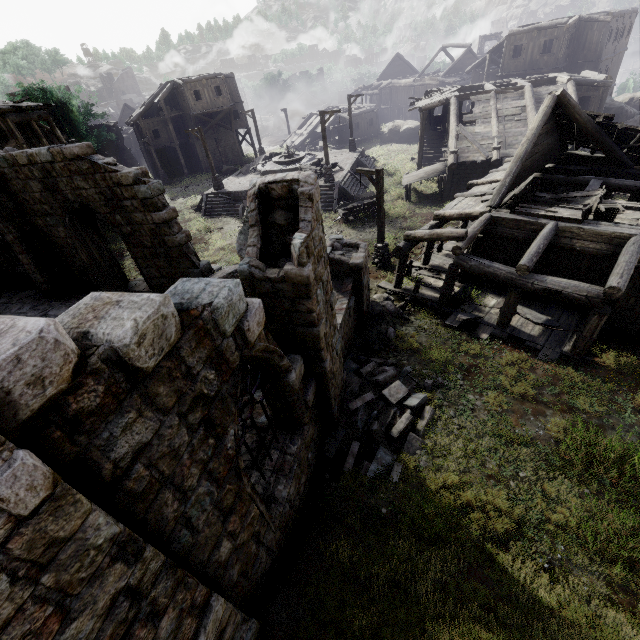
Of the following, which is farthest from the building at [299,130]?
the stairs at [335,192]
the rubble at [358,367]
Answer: the stairs at [335,192]

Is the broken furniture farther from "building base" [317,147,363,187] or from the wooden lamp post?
"building base" [317,147,363,187]

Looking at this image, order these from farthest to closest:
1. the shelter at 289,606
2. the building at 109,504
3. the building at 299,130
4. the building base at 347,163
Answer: the building at 299,130, the building base at 347,163, the shelter at 289,606, the building at 109,504

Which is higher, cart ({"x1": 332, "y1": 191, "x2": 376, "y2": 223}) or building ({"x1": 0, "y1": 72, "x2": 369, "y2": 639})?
building ({"x1": 0, "y1": 72, "x2": 369, "y2": 639})

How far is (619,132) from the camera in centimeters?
1282cm

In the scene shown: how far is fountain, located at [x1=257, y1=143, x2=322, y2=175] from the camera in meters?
27.7 m

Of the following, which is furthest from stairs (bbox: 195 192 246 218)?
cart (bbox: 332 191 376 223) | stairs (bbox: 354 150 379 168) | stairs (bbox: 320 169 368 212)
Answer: stairs (bbox: 354 150 379 168)

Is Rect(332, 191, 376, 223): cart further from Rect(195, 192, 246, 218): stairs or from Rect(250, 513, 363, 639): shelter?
Rect(250, 513, 363, 639): shelter
